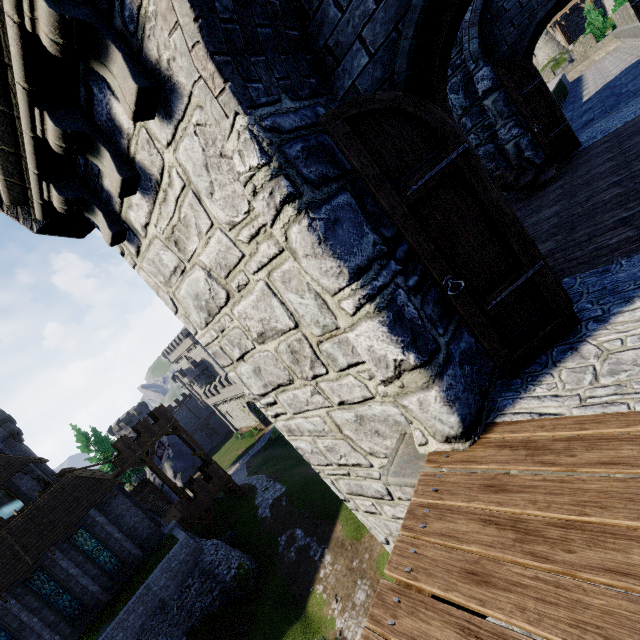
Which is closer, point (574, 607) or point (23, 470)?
point (574, 607)

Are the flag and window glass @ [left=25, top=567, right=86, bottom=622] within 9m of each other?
no

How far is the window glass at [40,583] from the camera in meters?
22.3 m

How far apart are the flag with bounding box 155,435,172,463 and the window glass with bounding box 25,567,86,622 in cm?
1083

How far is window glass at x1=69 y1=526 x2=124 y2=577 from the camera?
24.3 meters

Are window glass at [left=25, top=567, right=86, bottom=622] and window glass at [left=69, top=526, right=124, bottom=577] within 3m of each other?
yes

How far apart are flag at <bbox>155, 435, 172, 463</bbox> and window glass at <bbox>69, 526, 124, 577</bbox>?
8.1 meters

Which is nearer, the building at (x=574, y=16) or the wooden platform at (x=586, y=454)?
the wooden platform at (x=586, y=454)
